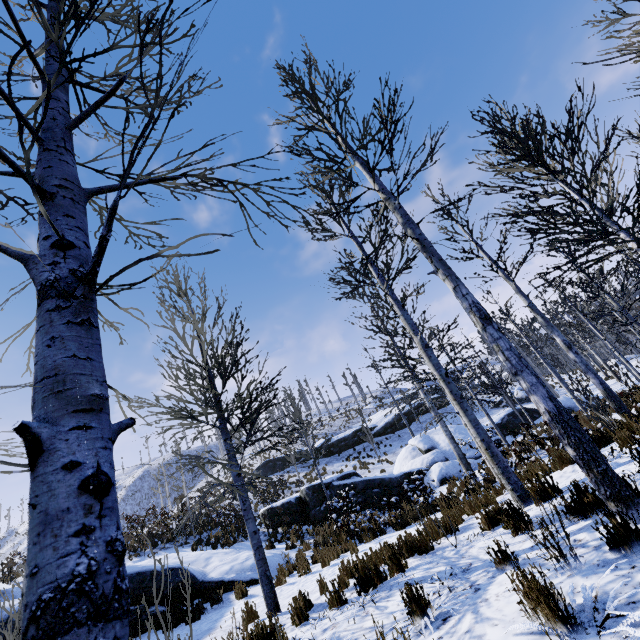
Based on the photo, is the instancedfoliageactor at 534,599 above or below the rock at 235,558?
below

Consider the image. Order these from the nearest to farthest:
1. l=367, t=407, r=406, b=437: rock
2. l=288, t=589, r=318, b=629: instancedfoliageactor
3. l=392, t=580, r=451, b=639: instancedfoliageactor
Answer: l=392, t=580, r=451, b=639: instancedfoliageactor
l=288, t=589, r=318, b=629: instancedfoliageactor
l=367, t=407, r=406, b=437: rock

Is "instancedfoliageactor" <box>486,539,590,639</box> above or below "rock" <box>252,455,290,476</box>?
below

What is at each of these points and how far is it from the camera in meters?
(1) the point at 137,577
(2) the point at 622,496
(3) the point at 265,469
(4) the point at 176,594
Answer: (1) rock, 8.6
(2) instancedfoliageactor, 3.1
(3) rock, 32.6
(4) rock, 9.0

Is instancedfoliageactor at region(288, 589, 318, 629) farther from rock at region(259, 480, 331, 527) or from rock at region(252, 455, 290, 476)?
rock at region(252, 455, 290, 476)

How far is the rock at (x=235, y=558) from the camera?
9.5m
